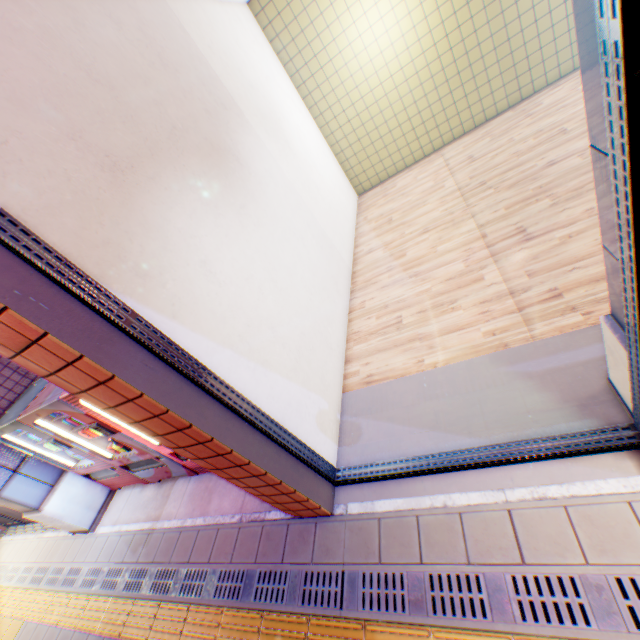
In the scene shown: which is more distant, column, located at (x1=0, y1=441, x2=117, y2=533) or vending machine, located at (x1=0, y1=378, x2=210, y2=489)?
column, located at (x1=0, y1=441, x2=117, y2=533)

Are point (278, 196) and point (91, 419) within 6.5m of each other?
yes

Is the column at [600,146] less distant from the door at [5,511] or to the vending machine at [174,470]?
the vending machine at [174,470]

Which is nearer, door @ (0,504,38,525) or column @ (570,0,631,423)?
column @ (570,0,631,423)

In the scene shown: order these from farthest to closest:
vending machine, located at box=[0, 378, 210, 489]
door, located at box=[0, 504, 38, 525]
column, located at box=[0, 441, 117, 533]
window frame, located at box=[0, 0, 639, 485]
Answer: door, located at box=[0, 504, 38, 525], column, located at box=[0, 441, 117, 533], vending machine, located at box=[0, 378, 210, 489], window frame, located at box=[0, 0, 639, 485]

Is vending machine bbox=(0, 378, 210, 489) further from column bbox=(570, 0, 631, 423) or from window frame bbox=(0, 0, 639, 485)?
column bbox=(570, 0, 631, 423)

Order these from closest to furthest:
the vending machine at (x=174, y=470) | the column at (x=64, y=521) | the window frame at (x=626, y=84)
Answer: the window frame at (x=626, y=84)
the vending machine at (x=174, y=470)
the column at (x=64, y=521)

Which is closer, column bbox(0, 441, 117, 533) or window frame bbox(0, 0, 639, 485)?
window frame bbox(0, 0, 639, 485)
